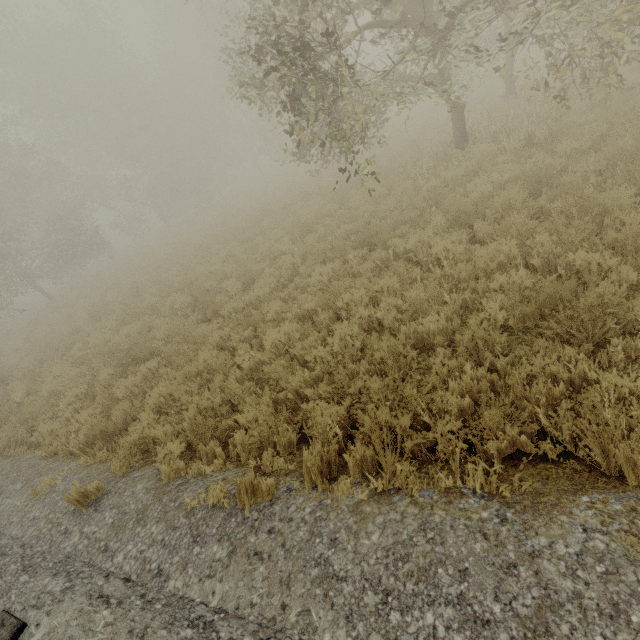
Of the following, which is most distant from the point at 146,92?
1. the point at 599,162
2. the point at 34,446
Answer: the point at 599,162
